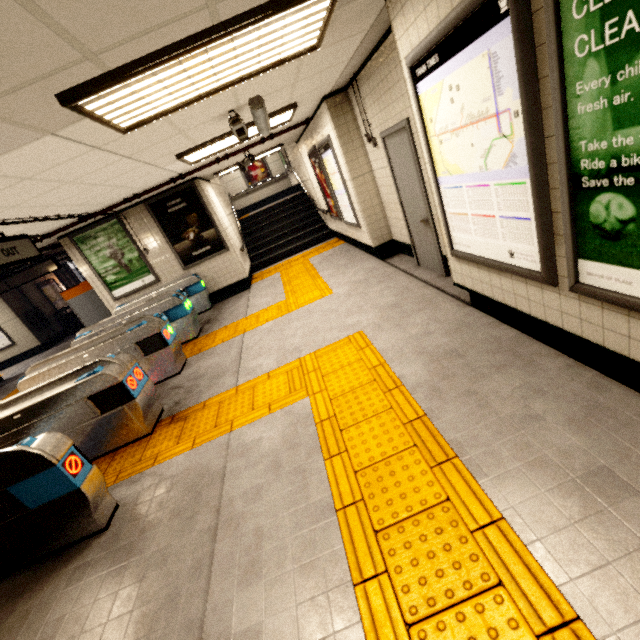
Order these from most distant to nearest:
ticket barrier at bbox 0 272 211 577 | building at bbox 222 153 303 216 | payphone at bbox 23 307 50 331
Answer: building at bbox 222 153 303 216, payphone at bbox 23 307 50 331, ticket barrier at bbox 0 272 211 577

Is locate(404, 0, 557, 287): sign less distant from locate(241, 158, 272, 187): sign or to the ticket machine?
the ticket machine

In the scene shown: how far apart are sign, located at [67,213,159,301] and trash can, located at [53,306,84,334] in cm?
829

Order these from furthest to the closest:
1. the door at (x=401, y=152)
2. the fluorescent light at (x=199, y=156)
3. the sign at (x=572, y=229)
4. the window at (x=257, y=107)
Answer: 1. the fluorescent light at (x=199, y=156)
2. the door at (x=401, y=152)
3. the window at (x=257, y=107)
4. the sign at (x=572, y=229)

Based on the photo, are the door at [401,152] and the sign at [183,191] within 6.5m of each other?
yes

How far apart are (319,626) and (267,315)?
5.00m

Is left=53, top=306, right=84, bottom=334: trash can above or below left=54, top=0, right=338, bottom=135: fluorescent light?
below

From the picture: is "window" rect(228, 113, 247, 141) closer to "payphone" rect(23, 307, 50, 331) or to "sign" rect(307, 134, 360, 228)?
"sign" rect(307, 134, 360, 228)
